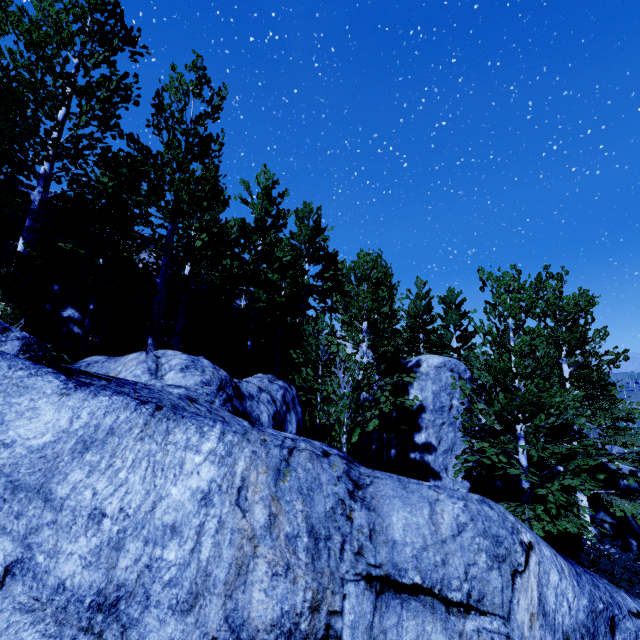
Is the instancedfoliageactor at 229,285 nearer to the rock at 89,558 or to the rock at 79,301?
the rock at 89,558

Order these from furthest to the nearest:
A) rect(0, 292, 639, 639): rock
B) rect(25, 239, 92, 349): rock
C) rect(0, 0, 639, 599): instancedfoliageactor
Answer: rect(25, 239, 92, 349): rock
rect(0, 0, 639, 599): instancedfoliageactor
rect(0, 292, 639, 639): rock

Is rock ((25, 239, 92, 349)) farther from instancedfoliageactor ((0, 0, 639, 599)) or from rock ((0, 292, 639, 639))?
rock ((0, 292, 639, 639))

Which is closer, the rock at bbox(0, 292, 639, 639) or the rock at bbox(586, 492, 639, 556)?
the rock at bbox(0, 292, 639, 639)

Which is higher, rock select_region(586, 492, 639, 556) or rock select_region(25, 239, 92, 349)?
rock select_region(25, 239, 92, 349)

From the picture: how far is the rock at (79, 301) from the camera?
11.4 meters

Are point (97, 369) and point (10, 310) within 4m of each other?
yes

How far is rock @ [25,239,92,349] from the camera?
11.39m
